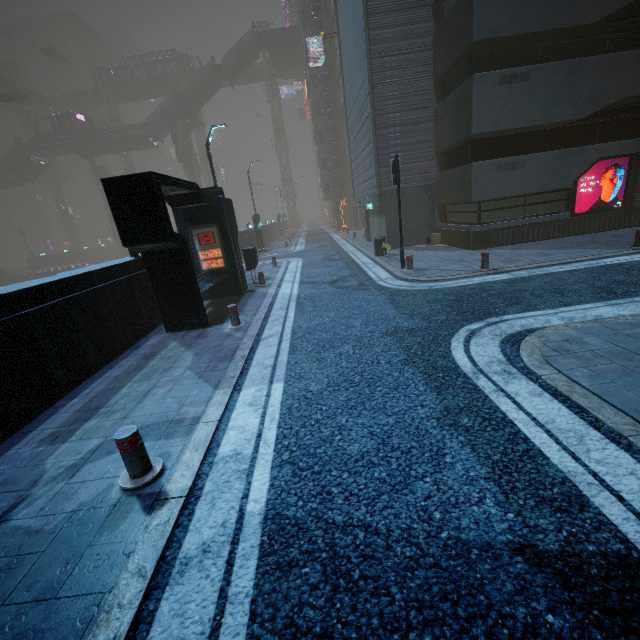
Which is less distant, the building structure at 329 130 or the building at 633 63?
the building at 633 63

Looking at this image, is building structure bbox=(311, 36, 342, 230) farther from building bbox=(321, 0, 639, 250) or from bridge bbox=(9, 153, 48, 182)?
bridge bbox=(9, 153, 48, 182)

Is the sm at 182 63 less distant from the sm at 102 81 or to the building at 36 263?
the building at 36 263

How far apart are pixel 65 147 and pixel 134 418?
63.4 meters

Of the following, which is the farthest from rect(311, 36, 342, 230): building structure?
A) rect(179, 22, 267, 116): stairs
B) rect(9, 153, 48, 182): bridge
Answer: rect(9, 153, 48, 182): bridge

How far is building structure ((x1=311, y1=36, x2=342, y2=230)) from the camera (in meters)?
32.97

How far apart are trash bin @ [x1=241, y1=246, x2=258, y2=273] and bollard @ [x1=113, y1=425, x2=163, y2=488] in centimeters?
1021cm

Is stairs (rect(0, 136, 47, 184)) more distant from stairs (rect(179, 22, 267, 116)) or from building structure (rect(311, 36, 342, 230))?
building structure (rect(311, 36, 342, 230))
